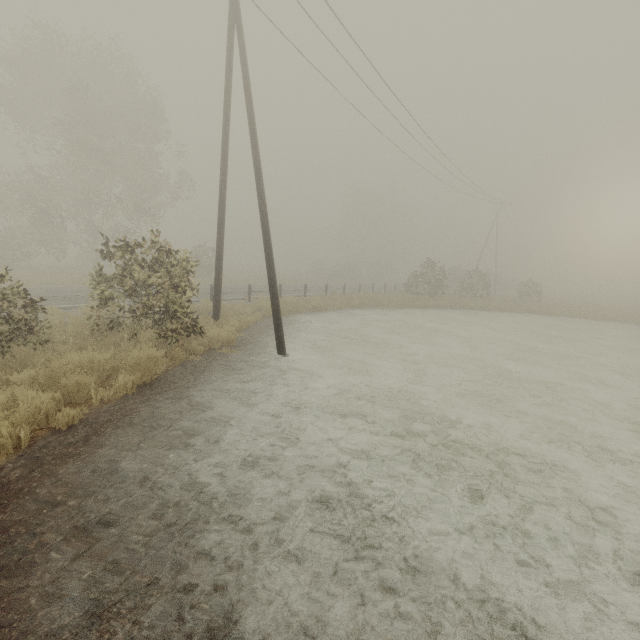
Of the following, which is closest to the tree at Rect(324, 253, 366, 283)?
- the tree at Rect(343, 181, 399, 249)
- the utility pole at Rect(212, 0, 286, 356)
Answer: the tree at Rect(343, 181, 399, 249)

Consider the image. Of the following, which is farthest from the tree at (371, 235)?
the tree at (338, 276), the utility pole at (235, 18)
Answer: the utility pole at (235, 18)

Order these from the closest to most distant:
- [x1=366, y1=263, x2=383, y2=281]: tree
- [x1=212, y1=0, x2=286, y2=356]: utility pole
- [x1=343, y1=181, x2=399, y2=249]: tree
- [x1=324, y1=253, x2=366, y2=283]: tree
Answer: [x1=212, y1=0, x2=286, y2=356]: utility pole → [x1=324, y1=253, x2=366, y2=283]: tree → [x1=343, y1=181, x2=399, y2=249]: tree → [x1=366, y1=263, x2=383, y2=281]: tree

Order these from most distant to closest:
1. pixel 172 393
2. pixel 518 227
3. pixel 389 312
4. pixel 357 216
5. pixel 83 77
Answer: pixel 357 216 → pixel 518 227 → pixel 83 77 → pixel 389 312 → pixel 172 393

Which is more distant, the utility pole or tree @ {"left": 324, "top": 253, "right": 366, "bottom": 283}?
tree @ {"left": 324, "top": 253, "right": 366, "bottom": 283}

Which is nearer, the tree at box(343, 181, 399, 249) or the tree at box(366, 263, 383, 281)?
the tree at box(343, 181, 399, 249)

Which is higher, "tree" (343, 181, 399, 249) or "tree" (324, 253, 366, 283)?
"tree" (343, 181, 399, 249)

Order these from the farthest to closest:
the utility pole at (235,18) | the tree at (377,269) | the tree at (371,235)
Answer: the tree at (377,269)
the tree at (371,235)
the utility pole at (235,18)
